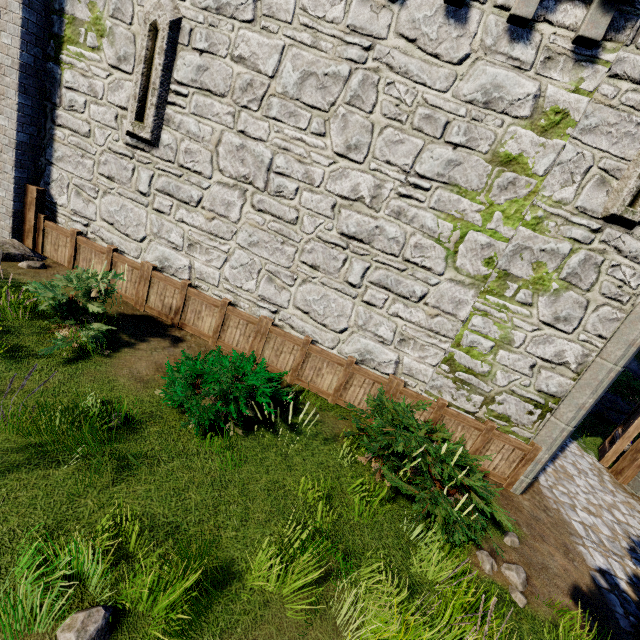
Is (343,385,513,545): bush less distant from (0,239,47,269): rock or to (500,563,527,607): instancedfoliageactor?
(500,563,527,607): instancedfoliageactor

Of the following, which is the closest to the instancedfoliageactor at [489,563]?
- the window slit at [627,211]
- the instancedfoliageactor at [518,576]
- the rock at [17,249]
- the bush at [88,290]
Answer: the instancedfoliageactor at [518,576]

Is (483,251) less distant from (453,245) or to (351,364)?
(453,245)

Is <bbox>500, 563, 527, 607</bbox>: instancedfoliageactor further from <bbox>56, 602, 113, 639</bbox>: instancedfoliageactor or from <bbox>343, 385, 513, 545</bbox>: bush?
<bbox>56, 602, 113, 639</bbox>: instancedfoliageactor

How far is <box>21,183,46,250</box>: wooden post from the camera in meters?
7.3

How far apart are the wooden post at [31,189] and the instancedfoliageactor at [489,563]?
11.05m

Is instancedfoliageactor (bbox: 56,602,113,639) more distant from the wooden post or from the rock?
the wooden post

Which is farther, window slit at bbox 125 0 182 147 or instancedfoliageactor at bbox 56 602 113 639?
window slit at bbox 125 0 182 147
